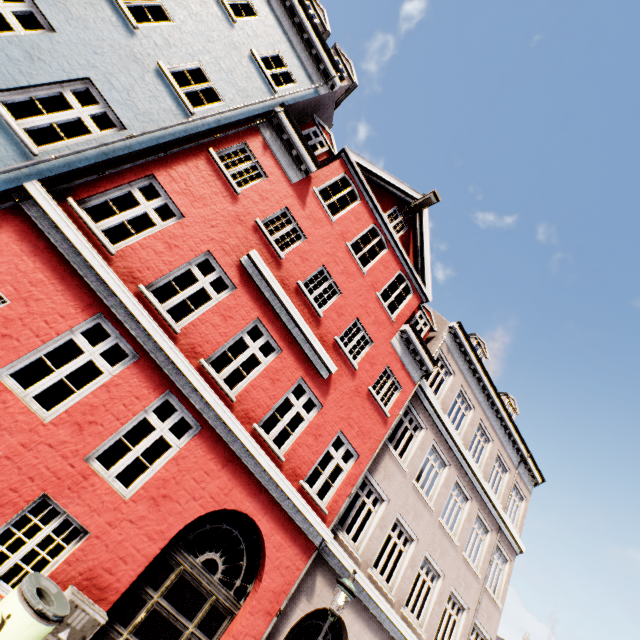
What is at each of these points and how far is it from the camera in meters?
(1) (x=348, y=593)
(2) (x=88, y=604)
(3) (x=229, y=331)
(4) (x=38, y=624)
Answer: (1) street light, 6.5
(2) electrical box, 5.1
(3) building, 7.7
(4) trash bin, 3.8

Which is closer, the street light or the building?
the building

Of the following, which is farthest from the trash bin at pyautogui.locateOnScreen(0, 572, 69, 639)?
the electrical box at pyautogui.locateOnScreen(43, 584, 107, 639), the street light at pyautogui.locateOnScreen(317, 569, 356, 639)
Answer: the street light at pyautogui.locateOnScreen(317, 569, 356, 639)

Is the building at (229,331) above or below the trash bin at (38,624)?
above

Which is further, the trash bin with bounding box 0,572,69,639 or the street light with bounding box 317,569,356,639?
the street light with bounding box 317,569,356,639

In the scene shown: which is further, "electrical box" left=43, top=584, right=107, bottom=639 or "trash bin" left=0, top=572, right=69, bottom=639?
"electrical box" left=43, top=584, right=107, bottom=639

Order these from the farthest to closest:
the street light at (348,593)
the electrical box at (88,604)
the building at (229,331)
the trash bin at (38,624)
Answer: the street light at (348,593)
the building at (229,331)
the electrical box at (88,604)
the trash bin at (38,624)

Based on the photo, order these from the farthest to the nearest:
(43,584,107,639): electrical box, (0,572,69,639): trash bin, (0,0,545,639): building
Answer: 1. (0,0,545,639): building
2. (43,584,107,639): electrical box
3. (0,572,69,639): trash bin
